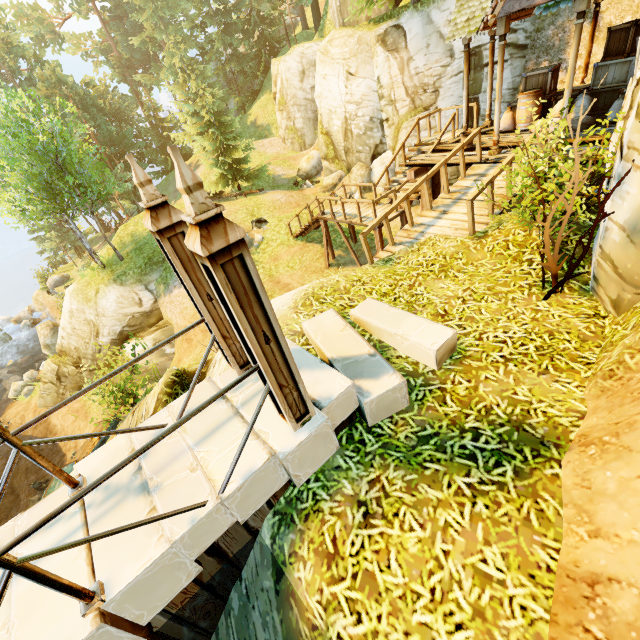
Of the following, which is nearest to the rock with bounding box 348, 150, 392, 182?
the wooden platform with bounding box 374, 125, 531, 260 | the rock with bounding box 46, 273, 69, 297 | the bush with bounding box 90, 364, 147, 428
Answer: the wooden platform with bounding box 374, 125, 531, 260

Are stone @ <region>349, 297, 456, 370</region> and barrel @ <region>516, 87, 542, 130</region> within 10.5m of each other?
yes

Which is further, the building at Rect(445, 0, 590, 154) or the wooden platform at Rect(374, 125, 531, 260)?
the wooden platform at Rect(374, 125, 531, 260)

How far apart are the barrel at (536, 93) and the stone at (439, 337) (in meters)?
9.59

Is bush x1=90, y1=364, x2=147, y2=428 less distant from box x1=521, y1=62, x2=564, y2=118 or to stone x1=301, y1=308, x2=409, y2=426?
stone x1=301, y1=308, x2=409, y2=426

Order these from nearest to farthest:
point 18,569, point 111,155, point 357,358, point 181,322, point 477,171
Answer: point 18,569, point 357,358, point 477,171, point 181,322, point 111,155

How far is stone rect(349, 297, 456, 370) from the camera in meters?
4.5

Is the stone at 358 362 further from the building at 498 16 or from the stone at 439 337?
the building at 498 16
